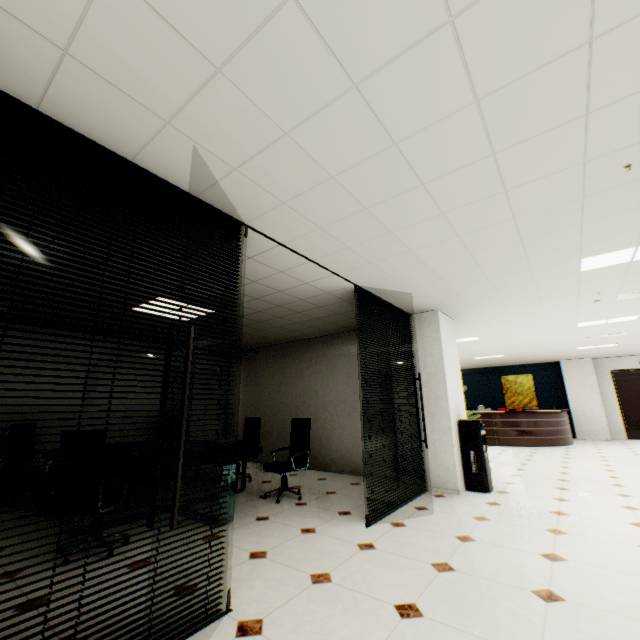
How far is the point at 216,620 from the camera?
2.1m

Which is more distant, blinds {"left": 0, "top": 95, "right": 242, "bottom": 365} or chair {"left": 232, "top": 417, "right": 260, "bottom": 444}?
chair {"left": 232, "top": 417, "right": 260, "bottom": 444}

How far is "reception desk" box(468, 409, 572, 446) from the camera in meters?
10.3 m

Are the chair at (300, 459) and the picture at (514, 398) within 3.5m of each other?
no

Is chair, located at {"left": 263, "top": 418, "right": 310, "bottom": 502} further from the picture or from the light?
the picture

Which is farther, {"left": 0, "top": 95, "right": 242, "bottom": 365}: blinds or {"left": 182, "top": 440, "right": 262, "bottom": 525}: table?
{"left": 182, "top": 440, "right": 262, "bottom": 525}: table

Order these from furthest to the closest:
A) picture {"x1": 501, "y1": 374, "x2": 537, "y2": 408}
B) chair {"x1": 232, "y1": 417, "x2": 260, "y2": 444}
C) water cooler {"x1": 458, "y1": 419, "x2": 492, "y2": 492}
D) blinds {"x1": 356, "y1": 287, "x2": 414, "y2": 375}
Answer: picture {"x1": 501, "y1": 374, "x2": 537, "y2": 408} < chair {"x1": 232, "y1": 417, "x2": 260, "y2": 444} < water cooler {"x1": 458, "y1": 419, "x2": 492, "y2": 492} < blinds {"x1": 356, "y1": 287, "x2": 414, "y2": 375}

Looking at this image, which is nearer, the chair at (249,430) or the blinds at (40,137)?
the blinds at (40,137)
